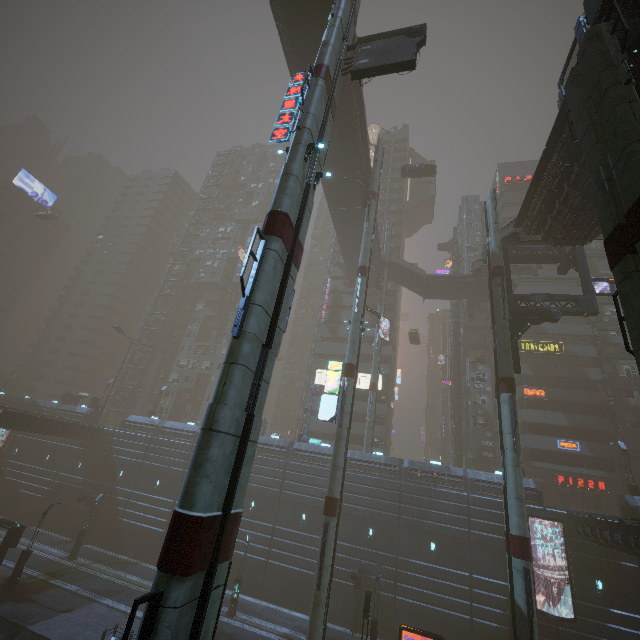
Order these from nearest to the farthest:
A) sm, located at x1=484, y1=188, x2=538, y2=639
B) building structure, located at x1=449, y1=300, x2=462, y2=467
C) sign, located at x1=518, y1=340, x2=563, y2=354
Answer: sm, located at x1=484, y1=188, x2=538, y2=639
sign, located at x1=518, y1=340, x2=563, y2=354
building structure, located at x1=449, y1=300, x2=462, y2=467

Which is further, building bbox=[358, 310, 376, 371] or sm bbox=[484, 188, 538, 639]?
building bbox=[358, 310, 376, 371]

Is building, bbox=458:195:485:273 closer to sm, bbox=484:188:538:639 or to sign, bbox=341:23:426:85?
sm, bbox=484:188:538:639

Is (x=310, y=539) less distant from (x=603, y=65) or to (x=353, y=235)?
(x=353, y=235)

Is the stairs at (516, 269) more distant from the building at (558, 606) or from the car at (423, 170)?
the car at (423, 170)

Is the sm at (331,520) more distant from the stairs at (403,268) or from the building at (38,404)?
the stairs at (403,268)

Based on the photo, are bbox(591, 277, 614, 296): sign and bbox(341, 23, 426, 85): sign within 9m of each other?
no

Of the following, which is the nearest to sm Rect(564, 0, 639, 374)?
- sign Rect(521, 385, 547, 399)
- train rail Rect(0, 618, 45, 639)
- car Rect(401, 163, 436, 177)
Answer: train rail Rect(0, 618, 45, 639)
